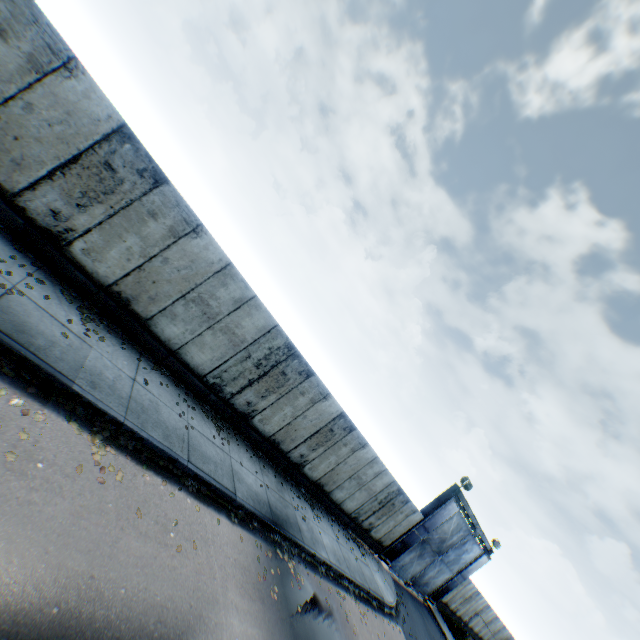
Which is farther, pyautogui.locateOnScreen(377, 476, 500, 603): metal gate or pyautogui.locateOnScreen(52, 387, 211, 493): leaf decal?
pyautogui.locateOnScreen(377, 476, 500, 603): metal gate

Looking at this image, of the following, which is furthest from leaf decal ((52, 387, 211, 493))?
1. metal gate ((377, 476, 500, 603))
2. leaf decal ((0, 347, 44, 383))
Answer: metal gate ((377, 476, 500, 603))

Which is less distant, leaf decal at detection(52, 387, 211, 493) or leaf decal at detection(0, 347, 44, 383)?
leaf decal at detection(0, 347, 44, 383)

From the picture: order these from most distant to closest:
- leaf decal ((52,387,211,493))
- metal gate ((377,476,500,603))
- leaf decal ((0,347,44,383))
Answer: metal gate ((377,476,500,603))
leaf decal ((52,387,211,493))
leaf decal ((0,347,44,383))

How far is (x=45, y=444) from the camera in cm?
485

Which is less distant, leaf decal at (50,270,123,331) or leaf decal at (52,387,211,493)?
leaf decal at (52,387,211,493)

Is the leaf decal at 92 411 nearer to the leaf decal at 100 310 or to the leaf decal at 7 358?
the leaf decal at 7 358

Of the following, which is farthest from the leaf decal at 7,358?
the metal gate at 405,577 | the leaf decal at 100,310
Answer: the metal gate at 405,577
